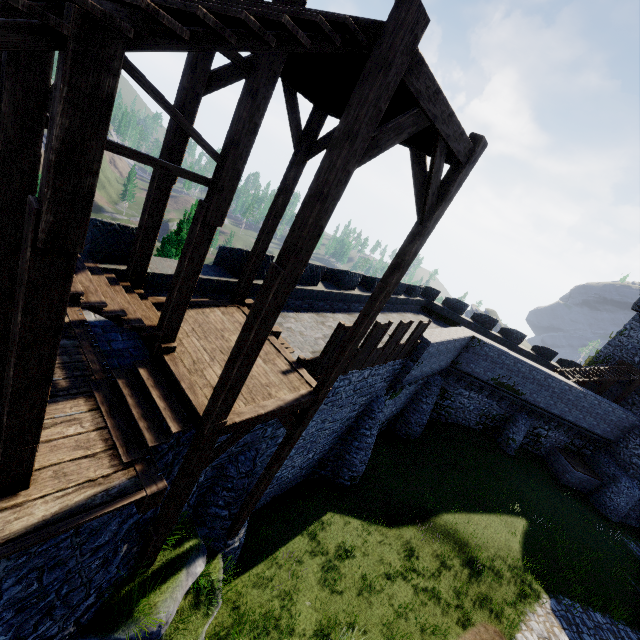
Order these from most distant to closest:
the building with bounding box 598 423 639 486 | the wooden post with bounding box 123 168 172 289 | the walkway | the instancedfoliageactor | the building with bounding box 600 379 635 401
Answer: the building with bounding box 600 379 635 401 < the building with bounding box 598 423 639 486 < the instancedfoliageactor < the wooden post with bounding box 123 168 172 289 < the walkway

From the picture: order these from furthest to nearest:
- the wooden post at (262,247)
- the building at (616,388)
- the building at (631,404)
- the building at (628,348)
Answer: the building at (628,348) < the building at (616,388) < the building at (631,404) < the wooden post at (262,247)

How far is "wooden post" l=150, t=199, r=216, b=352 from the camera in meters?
5.3 m

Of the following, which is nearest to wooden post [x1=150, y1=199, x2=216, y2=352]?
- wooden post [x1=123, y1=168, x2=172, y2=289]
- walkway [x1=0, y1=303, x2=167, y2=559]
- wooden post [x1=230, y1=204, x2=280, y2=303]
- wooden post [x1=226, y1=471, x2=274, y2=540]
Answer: walkway [x1=0, y1=303, x2=167, y2=559]

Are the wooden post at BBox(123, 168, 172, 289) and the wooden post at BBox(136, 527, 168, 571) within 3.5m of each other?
no

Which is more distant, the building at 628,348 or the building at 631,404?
the building at 628,348

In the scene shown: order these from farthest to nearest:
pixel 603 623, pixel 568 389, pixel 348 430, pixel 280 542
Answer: pixel 568 389, pixel 348 430, pixel 603 623, pixel 280 542

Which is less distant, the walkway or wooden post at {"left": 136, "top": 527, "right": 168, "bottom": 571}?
the walkway
